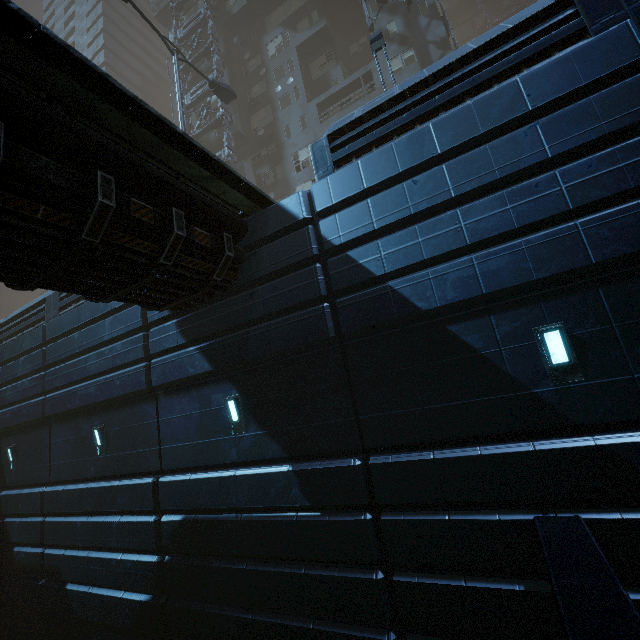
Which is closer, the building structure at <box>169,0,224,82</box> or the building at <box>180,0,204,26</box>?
the building structure at <box>169,0,224,82</box>

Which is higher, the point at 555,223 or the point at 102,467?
the point at 555,223

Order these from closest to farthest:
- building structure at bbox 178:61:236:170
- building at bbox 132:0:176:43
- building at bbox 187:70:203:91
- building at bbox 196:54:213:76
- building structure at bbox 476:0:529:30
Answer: building structure at bbox 178:61:236:170 → building at bbox 196:54:213:76 → building at bbox 187:70:203:91 → building at bbox 132:0:176:43 → building structure at bbox 476:0:529:30

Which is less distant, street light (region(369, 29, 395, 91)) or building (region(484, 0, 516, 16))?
street light (region(369, 29, 395, 91))

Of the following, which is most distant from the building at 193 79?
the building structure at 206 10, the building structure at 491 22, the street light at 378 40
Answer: the street light at 378 40

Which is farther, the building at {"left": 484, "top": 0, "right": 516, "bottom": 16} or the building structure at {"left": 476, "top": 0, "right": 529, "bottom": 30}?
the building at {"left": 484, "top": 0, "right": 516, "bottom": 16}

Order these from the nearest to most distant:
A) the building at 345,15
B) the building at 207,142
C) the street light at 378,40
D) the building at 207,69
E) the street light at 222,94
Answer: the building at 345,15
the street light at 378,40
the street light at 222,94
the building at 207,142
the building at 207,69
